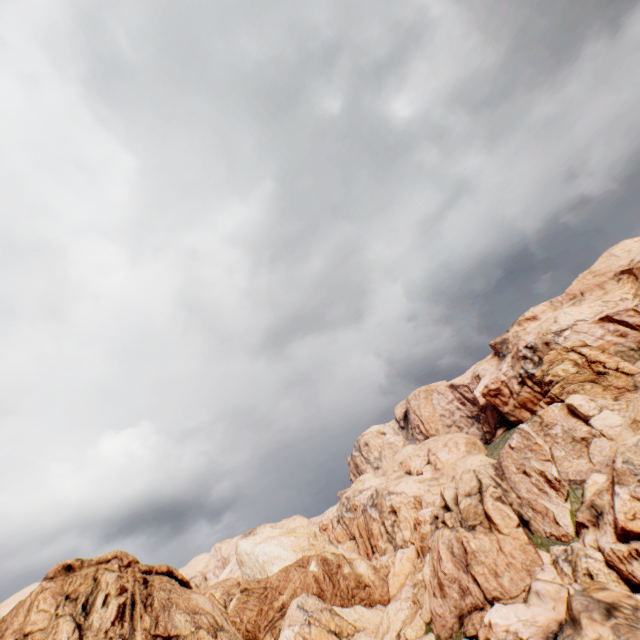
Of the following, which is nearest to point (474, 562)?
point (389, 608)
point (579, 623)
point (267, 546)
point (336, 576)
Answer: point (579, 623)
